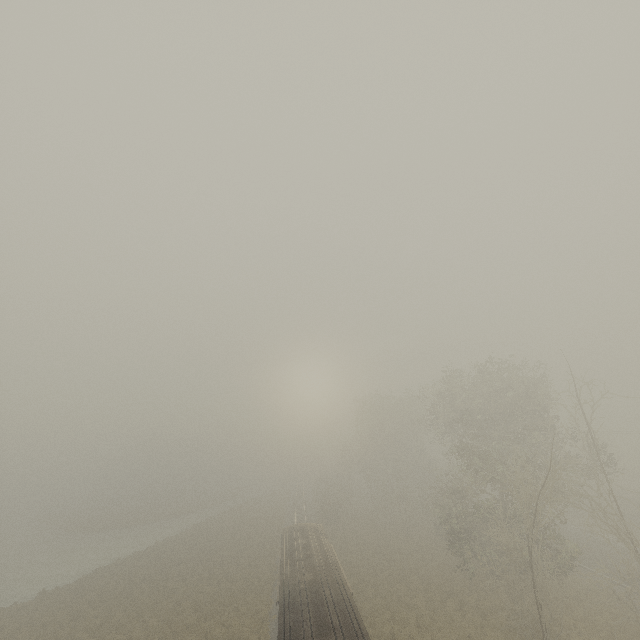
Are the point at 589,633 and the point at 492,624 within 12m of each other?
yes

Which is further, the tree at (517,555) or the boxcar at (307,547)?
the tree at (517,555)

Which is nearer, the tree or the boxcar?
the boxcar
